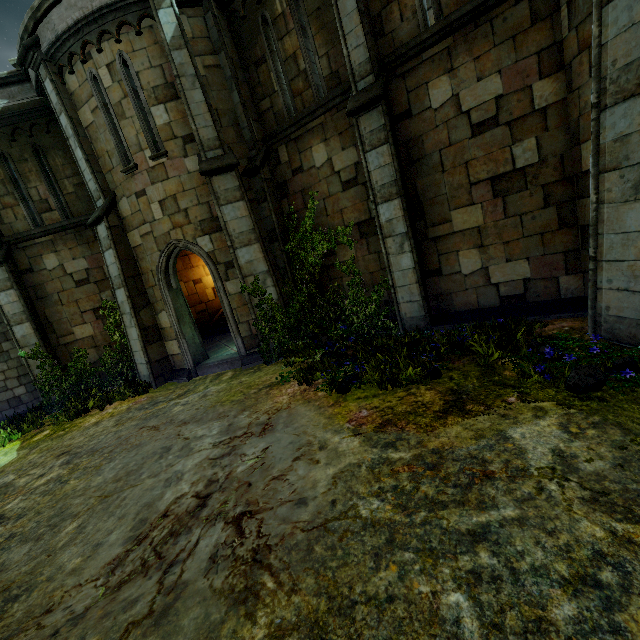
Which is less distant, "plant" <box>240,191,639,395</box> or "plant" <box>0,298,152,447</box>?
"plant" <box>240,191,639,395</box>

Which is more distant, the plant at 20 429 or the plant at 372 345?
the plant at 20 429

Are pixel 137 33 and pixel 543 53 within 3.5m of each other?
no
